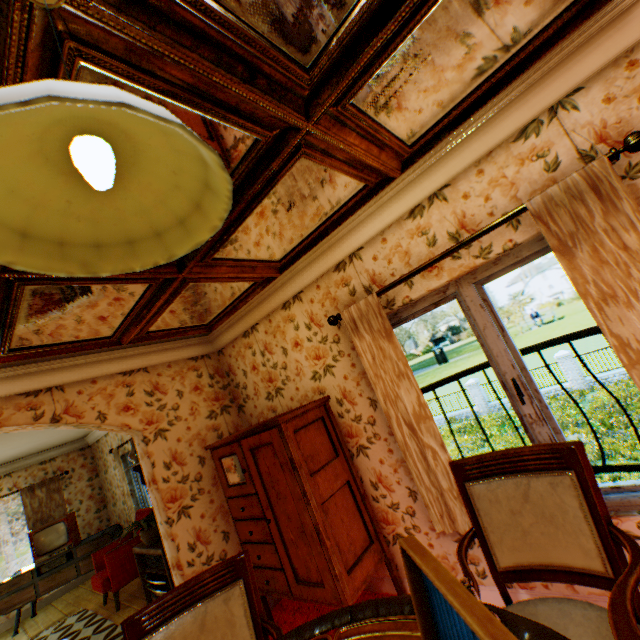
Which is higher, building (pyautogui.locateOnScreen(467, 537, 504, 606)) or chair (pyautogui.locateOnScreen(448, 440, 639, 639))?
chair (pyautogui.locateOnScreen(448, 440, 639, 639))

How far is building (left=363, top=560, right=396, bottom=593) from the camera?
3.0m

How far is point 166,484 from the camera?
3.30m

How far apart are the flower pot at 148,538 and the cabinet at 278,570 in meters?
2.1

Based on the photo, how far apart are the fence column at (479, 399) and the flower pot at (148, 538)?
21.60m

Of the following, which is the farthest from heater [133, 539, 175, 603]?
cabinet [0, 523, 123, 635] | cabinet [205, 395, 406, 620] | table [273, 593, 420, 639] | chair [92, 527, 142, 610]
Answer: table [273, 593, 420, 639]

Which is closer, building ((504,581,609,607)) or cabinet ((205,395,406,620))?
building ((504,581,609,607))

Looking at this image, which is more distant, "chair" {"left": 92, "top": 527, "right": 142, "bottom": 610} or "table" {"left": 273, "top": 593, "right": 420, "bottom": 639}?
"chair" {"left": 92, "top": 527, "right": 142, "bottom": 610}
